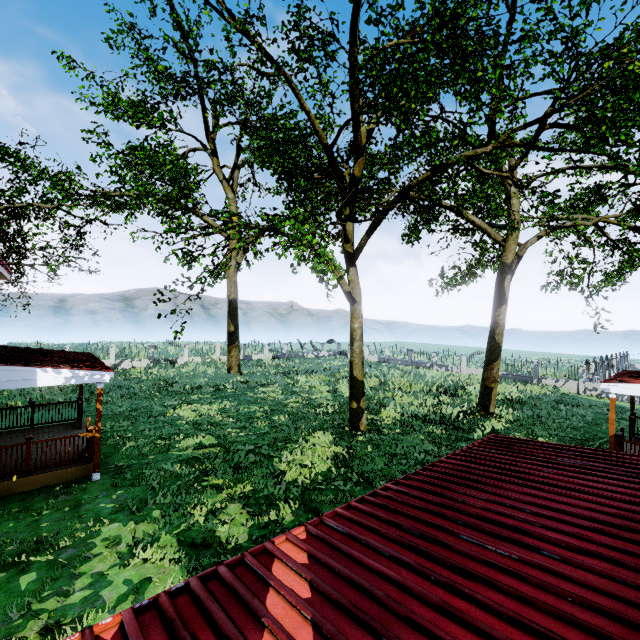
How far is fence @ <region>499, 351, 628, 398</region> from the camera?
25.4m

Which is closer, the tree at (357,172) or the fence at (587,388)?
the tree at (357,172)

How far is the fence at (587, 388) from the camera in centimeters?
2538cm

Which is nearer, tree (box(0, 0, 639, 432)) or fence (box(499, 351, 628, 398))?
tree (box(0, 0, 639, 432))

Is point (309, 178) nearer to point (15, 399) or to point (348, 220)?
point (348, 220)
